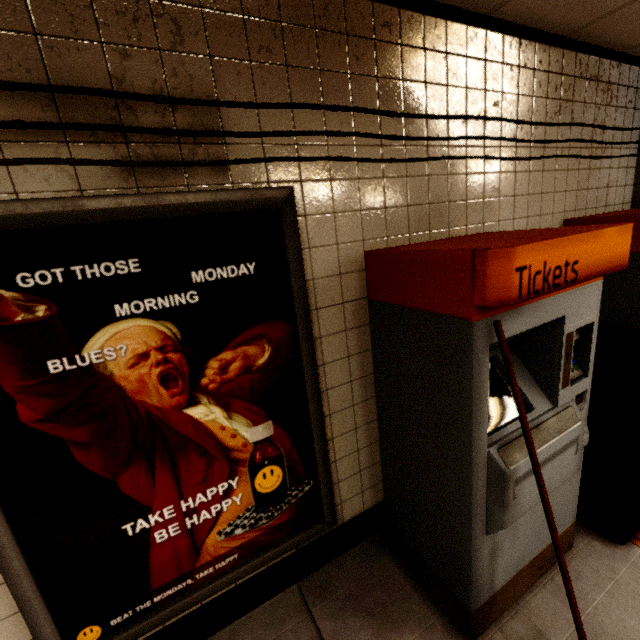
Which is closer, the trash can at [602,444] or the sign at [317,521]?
the sign at [317,521]

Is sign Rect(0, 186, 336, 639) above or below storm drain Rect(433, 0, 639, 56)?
below

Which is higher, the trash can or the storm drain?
the storm drain

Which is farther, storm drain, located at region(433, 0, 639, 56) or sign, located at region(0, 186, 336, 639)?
storm drain, located at region(433, 0, 639, 56)

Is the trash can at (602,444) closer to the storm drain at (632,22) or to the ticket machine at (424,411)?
the ticket machine at (424,411)

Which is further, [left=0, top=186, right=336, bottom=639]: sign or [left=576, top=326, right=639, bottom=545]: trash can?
[left=576, top=326, right=639, bottom=545]: trash can

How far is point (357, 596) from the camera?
1.81m

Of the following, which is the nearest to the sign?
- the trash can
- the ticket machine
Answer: the ticket machine
